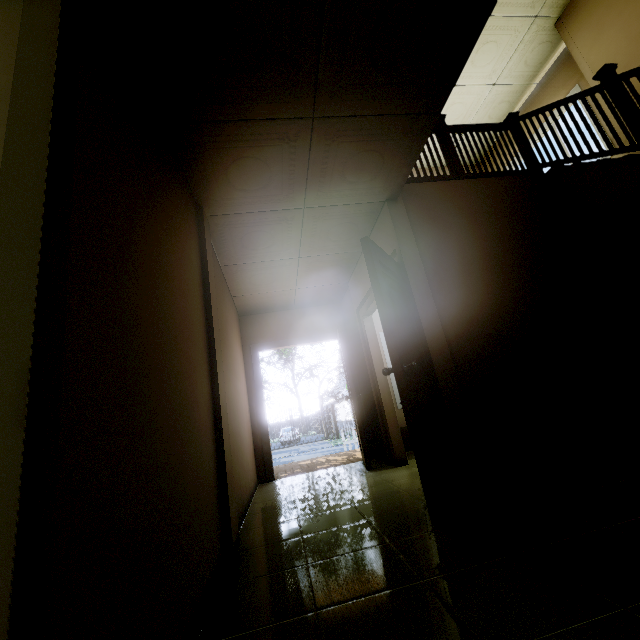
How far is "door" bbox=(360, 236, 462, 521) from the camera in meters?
2.2

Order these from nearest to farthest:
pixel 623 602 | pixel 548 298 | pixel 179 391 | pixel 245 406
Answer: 1. pixel 623 602
2. pixel 179 391
3. pixel 548 298
4. pixel 245 406

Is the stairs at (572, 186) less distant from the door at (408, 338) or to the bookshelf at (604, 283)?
the bookshelf at (604, 283)

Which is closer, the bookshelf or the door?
the door

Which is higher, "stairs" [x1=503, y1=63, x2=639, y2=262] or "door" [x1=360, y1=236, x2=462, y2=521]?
"stairs" [x1=503, y1=63, x2=639, y2=262]

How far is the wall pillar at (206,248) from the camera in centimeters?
219cm

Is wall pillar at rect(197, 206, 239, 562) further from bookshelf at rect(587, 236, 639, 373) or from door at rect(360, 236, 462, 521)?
bookshelf at rect(587, 236, 639, 373)

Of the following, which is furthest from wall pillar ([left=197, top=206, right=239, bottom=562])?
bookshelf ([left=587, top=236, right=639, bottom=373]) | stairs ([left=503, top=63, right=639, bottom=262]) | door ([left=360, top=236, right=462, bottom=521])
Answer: bookshelf ([left=587, top=236, right=639, bottom=373])
